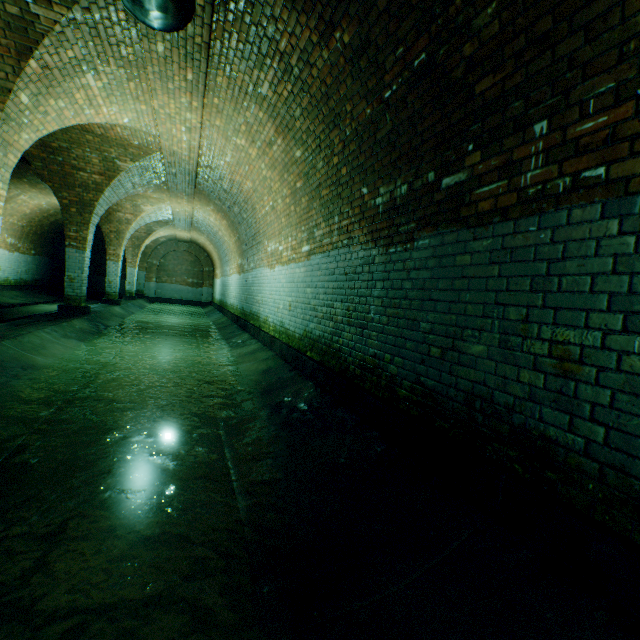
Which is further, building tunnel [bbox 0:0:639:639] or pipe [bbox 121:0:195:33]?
pipe [bbox 121:0:195:33]

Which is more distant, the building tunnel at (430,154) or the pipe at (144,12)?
the pipe at (144,12)

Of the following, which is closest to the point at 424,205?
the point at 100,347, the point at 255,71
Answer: the point at 255,71
